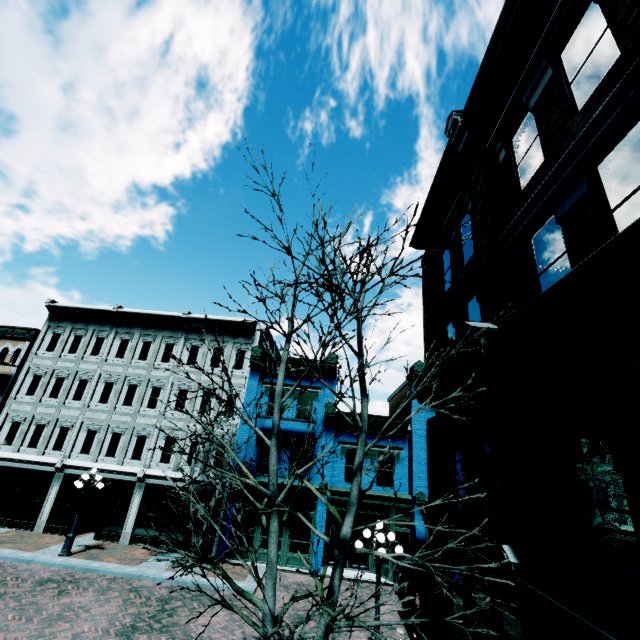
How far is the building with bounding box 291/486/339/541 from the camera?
17.0 meters

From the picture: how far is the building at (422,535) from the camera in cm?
1638

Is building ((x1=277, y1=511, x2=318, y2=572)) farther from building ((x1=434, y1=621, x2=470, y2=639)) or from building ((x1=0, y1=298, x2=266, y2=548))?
building ((x1=434, y1=621, x2=470, y2=639))

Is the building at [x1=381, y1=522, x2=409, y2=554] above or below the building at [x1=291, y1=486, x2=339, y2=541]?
below

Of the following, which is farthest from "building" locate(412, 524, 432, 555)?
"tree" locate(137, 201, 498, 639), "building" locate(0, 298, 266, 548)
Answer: "tree" locate(137, 201, 498, 639)

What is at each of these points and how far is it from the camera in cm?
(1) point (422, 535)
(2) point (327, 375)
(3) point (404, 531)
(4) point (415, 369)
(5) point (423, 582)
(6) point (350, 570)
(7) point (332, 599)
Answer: (1) building, 1662
(2) building, 2006
(3) building, 1689
(4) building, 1966
(5) building, 1586
(6) building, 1697
(7) tree, 471

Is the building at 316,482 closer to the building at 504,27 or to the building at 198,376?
the building at 198,376

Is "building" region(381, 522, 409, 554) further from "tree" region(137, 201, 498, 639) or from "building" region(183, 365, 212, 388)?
"tree" region(137, 201, 498, 639)
